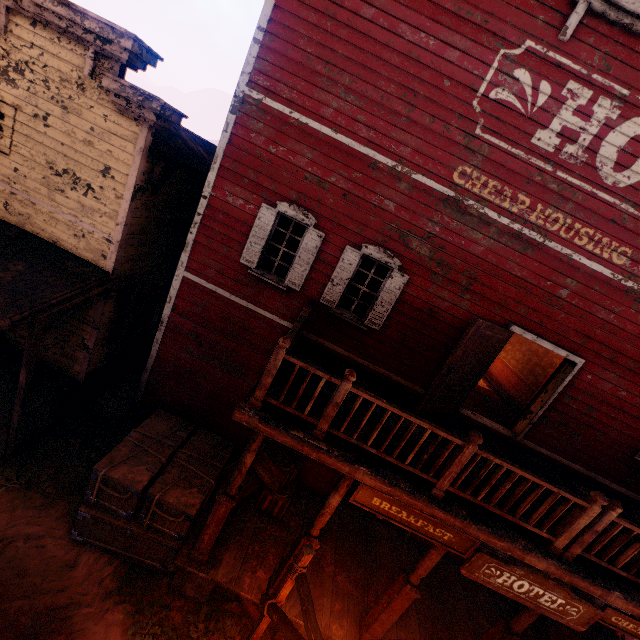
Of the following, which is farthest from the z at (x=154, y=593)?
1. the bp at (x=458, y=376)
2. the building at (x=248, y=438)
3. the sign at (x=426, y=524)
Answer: the bp at (x=458, y=376)

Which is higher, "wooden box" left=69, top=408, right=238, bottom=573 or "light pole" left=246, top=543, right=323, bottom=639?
"light pole" left=246, top=543, right=323, bottom=639

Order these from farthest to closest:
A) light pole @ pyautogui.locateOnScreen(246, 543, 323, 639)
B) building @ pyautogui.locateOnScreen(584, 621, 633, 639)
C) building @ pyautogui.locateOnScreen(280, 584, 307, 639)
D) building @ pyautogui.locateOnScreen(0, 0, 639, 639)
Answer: building @ pyautogui.locateOnScreen(584, 621, 633, 639) < building @ pyautogui.locateOnScreen(280, 584, 307, 639) < building @ pyautogui.locateOnScreen(0, 0, 639, 639) < light pole @ pyautogui.locateOnScreen(246, 543, 323, 639)

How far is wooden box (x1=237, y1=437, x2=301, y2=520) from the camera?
7.32m

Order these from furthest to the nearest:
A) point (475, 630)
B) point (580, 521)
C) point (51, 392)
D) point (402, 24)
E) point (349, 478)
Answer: point (51, 392) → point (475, 630) → point (402, 24) → point (349, 478) → point (580, 521)

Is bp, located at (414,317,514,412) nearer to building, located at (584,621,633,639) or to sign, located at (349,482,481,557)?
building, located at (584,621,633,639)

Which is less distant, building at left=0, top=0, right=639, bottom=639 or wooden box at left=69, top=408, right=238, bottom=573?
building at left=0, top=0, right=639, bottom=639

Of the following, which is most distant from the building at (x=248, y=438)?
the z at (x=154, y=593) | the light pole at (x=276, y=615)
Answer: the light pole at (x=276, y=615)
